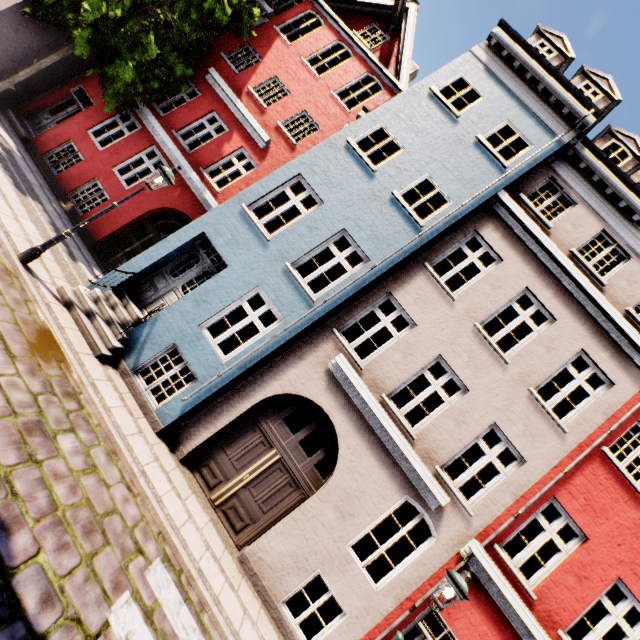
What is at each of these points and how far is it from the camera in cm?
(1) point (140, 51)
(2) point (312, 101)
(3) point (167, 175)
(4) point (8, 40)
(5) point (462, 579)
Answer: (1) tree, 1032
(2) building, 1252
(3) street light, 706
(4) building, 1073
(5) street light, 555

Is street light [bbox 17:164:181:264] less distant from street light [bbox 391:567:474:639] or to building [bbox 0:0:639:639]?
building [bbox 0:0:639:639]

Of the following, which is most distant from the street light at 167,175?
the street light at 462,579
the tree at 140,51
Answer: the street light at 462,579

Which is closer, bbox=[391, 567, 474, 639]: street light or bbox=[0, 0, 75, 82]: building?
bbox=[391, 567, 474, 639]: street light

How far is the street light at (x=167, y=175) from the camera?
6.77m

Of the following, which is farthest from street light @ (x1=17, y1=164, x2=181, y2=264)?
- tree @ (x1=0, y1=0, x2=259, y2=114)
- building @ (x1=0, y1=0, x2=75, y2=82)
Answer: tree @ (x1=0, y1=0, x2=259, y2=114)

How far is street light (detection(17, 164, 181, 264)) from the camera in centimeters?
677cm

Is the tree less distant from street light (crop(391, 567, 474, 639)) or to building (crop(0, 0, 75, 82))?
building (crop(0, 0, 75, 82))
